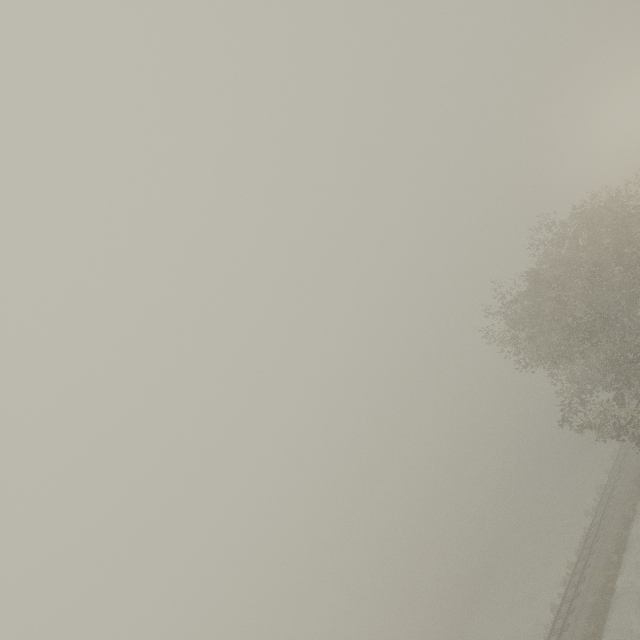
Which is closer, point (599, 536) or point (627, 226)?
point (627, 226)
